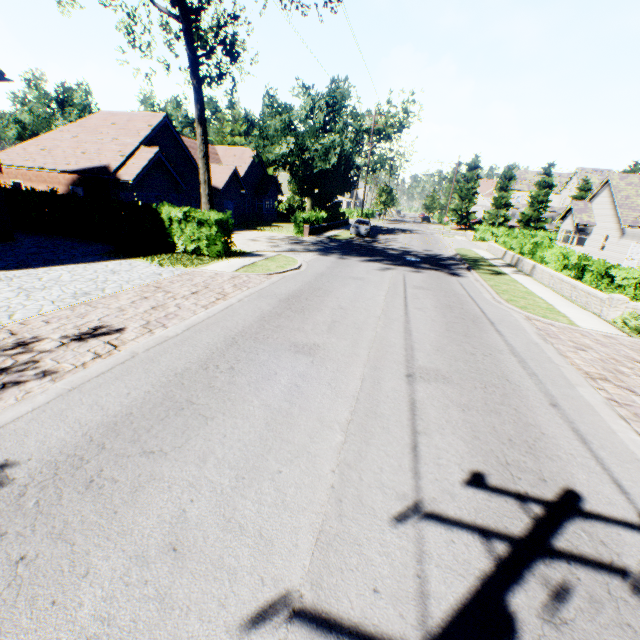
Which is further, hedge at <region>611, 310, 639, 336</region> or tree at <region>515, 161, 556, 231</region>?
tree at <region>515, 161, 556, 231</region>

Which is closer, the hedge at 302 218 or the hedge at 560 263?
the hedge at 560 263

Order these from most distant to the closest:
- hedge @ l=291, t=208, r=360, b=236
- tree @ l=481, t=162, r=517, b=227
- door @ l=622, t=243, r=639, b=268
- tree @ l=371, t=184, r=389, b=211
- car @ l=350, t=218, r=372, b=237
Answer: tree @ l=371, t=184, r=389, b=211 < tree @ l=481, t=162, r=517, b=227 < car @ l=350, t=218, r=372, b=237 < hedge @ l=291, t=208, r=360, b=236 < door @ l=622, t=243, r=639, b=268

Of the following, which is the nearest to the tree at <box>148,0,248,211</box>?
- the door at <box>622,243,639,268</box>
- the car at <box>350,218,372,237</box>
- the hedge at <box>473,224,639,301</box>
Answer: the car at <box>350,218,372,237</box>

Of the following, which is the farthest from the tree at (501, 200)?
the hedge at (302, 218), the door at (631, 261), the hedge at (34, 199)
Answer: the door at (631, 261)

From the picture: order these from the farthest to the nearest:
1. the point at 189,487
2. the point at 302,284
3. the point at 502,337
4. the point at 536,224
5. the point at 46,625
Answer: the point at 536,224, the point at 302,284, the point at 502,337, the point at 189,487, the point at 46,625

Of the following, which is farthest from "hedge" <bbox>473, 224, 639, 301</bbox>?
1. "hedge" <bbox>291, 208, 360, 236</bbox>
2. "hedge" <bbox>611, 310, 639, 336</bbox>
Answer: "hedge" <bbox>291, 208, 360, 236</bbox>

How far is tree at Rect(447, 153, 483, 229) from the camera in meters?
53.1
